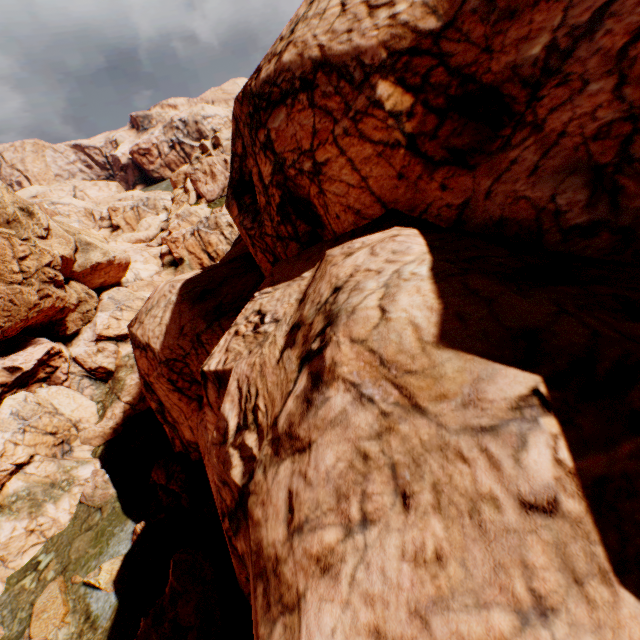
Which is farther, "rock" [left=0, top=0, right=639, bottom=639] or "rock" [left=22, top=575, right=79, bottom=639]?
"rock" [left=22, top=575, right=79, bottom=639]

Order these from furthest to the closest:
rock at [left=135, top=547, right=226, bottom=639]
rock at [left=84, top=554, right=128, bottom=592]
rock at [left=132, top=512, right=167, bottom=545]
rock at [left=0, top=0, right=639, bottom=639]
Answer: rock at [left=132, top=512, right=167, bottom=545]
rock at [left=84, top=554, right=128, bottom=592]
rock at [left=135, top=547, right=226, bottom=639]
rock at [left=0, top=0, right=639, bottom=639]

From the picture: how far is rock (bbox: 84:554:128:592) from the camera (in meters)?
19.12

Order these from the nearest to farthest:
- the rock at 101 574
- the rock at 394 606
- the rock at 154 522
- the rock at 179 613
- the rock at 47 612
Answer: the rock at 394 606 → the rock at 179 613 → the rock at 47 612 → the rock at 101 574 → the rock at 154 522

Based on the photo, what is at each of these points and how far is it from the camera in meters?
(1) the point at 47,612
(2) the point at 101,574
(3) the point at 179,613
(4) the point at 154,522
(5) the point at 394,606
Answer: (1) rock, 18.8 m
(2) rock, 19.3 m
(3) rock, 14.3 m
(4) rock, 21.1 m
(5) rock, 3.5 m

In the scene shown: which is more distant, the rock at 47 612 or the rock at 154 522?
the rock at 154 522

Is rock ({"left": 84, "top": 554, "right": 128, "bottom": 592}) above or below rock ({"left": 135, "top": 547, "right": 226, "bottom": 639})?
below
